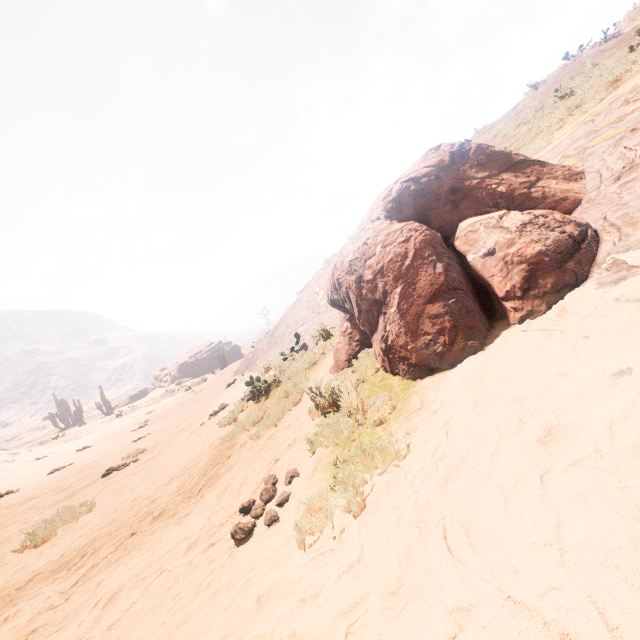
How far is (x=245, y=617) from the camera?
2.0m

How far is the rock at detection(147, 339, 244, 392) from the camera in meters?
49.1

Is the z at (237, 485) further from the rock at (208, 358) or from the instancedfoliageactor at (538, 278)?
the rock at (208, 358)

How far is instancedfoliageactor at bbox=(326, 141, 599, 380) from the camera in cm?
321

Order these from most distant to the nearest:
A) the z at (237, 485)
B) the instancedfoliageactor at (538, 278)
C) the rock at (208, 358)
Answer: the rock at (208, 358) → the instancedfoliageactor at (538, 278) → the z at (237, 485)

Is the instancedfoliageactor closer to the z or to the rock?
the z

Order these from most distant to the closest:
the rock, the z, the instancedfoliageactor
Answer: the rock, the instancedfoliageactor, the z

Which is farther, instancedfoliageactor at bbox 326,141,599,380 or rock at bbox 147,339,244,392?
rock at bbox 147,339,244,392
